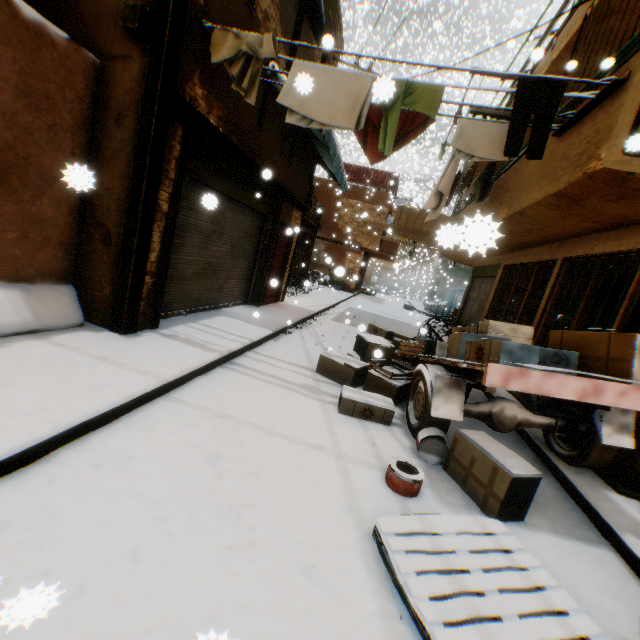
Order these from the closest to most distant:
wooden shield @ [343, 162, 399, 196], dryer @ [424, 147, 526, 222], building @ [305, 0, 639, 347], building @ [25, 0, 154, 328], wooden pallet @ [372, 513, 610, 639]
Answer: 1. wooden pallet @ [372, 513, 610, 639]
2. building @ [305, 0, 639, 347]
3. building @ [25, 0, 154, 328]
4. dryer @ [424, 147, 526, 222]
5. wooden shield @ [343, 162, 399, 196]

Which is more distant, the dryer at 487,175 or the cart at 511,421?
the dryer at 487,175

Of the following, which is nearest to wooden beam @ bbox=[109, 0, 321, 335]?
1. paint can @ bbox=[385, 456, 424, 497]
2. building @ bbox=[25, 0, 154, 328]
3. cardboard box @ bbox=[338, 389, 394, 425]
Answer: building @ bbox=[25, 0, 154, 328]

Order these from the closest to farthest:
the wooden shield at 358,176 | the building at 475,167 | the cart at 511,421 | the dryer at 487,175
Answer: the cart at 511,421 → the dryer at 487,175 → the building at 475,167 → the wooden shield at 358,176

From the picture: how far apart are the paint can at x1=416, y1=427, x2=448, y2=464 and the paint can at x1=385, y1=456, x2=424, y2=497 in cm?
48

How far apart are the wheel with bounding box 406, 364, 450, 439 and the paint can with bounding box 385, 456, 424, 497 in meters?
0.7

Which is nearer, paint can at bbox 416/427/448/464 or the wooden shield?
paint can at bbox 416/427/448/464

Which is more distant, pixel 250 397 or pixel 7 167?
pixel 250 397
